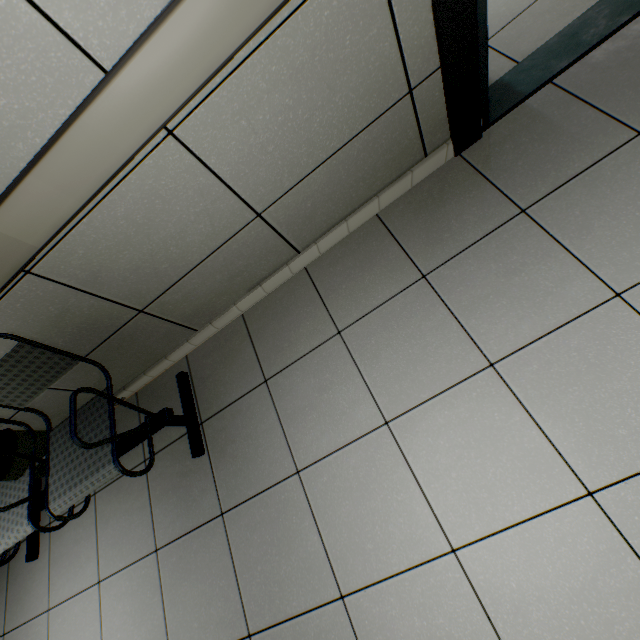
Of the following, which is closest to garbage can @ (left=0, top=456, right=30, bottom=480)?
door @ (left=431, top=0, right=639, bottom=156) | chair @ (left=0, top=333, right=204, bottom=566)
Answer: chair @ (left=0, top=333, right=204, bottom=566)

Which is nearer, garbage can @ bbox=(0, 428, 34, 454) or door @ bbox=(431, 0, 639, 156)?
door @ bbox=(431, 0, 639, 156)

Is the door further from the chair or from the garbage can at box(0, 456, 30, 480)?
the garbage can at box(0, 456, 30, 480)

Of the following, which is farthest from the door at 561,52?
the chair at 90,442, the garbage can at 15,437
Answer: the garbage can at 15,437

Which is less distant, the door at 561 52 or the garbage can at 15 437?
the door at 561 52

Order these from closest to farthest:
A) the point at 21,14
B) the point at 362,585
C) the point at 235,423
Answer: the point at 21,14, the point at 362,585, the point at 235,423
